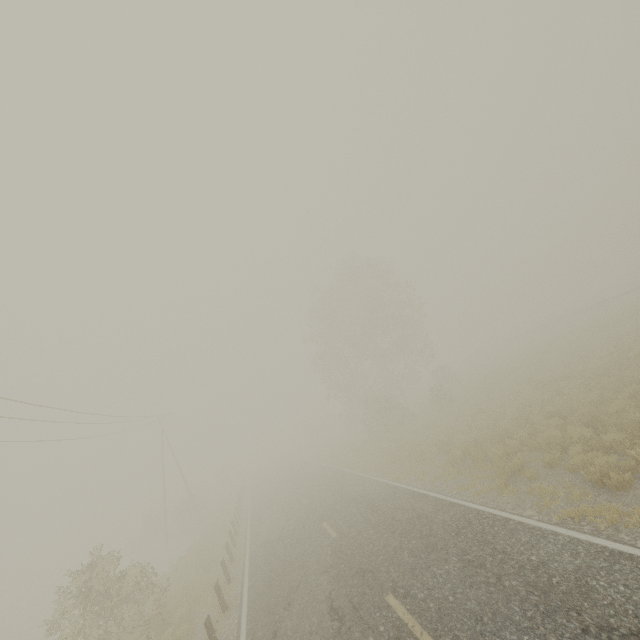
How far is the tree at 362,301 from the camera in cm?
3053

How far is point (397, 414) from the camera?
28.3m

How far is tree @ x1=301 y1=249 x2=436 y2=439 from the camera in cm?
3053
